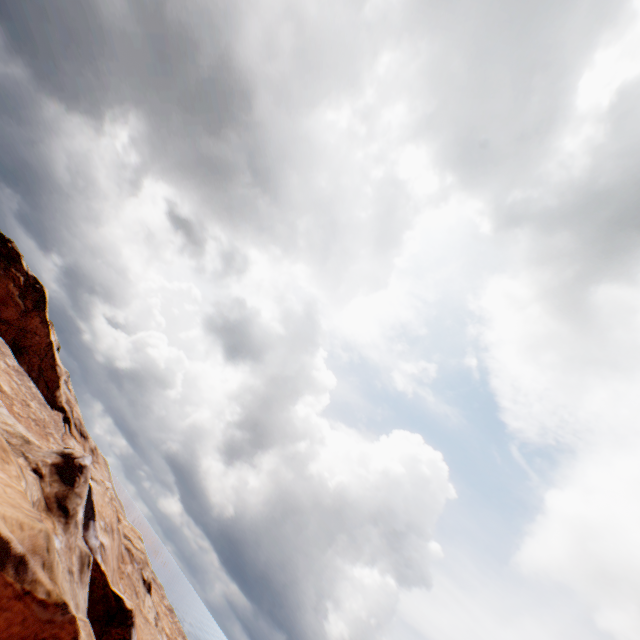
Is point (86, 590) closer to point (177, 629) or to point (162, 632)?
point (162, 632)
